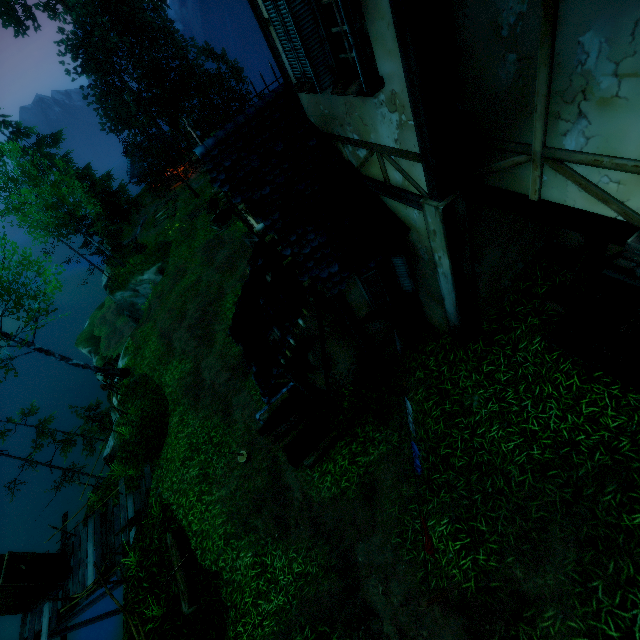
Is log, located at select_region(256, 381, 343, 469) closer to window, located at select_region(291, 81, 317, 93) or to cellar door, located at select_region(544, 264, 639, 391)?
cellar door, located at select_region(544, 264, 639, 391)

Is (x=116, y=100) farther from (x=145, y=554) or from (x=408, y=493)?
(x=408, y=493)

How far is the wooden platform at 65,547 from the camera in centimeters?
1148cm

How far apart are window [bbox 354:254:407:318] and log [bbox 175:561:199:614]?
8.94m

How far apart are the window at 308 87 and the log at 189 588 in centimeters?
1194cm

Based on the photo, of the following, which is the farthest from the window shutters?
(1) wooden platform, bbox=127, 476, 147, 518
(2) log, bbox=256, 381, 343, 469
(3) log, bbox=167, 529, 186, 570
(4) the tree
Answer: (4) the tree

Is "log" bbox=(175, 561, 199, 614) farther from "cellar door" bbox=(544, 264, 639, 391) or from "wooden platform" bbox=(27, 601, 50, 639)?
"cellar door" bbox=(544, 264, 639, 391)

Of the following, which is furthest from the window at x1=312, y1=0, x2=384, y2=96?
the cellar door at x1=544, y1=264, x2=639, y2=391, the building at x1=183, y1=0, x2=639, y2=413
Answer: the cellar door at x1=544, y1=264, x2=639, y2=391
